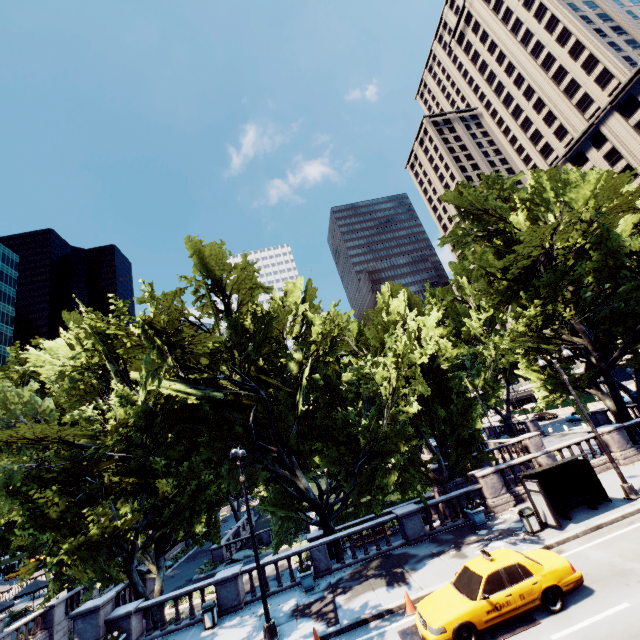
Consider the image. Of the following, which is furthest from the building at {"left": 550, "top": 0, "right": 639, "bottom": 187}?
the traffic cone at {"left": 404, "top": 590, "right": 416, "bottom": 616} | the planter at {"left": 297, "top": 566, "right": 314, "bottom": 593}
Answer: the planter at {"left": 297, "top": 566, "right": 314, "bottom": 593}

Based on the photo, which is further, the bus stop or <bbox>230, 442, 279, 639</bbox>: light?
the bus stop

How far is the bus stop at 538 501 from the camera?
14.8 meters

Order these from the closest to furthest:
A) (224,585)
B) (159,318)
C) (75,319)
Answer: (159,318) < (224,585) < (75,319)

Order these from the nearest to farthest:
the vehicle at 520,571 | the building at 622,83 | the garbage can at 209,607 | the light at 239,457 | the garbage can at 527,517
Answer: the vehicle at 520,571
the light at 239,457
the garbage can at 527,517
the garbage can at 209,607
the building at 622,83

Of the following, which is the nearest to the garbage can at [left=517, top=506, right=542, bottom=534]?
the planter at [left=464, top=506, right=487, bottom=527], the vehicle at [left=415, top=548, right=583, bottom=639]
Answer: the planter at [left=464, top=506, right=487, bottom=527]

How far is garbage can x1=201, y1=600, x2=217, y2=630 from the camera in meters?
15.3 m

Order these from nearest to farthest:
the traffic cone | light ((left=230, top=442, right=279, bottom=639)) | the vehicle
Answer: the vehicle
the traffic cone
light ((left=230, top=442, right=279, bottom=639))
